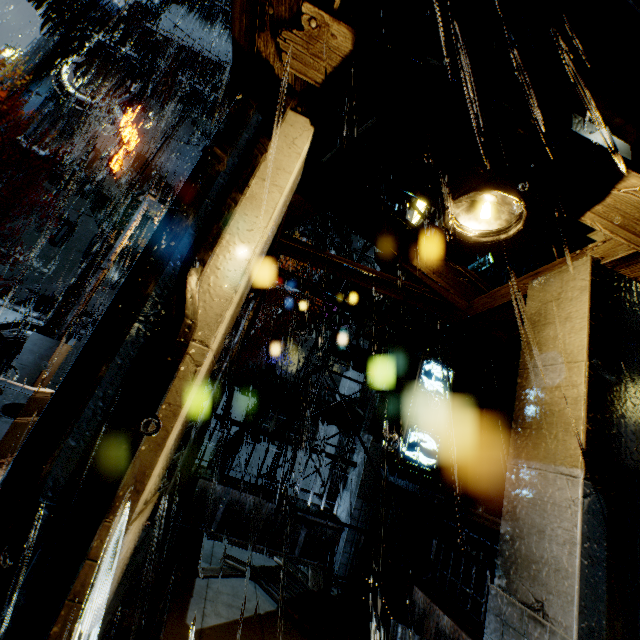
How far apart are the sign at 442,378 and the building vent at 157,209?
30.3m

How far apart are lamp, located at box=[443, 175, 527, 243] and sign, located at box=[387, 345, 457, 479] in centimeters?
527cm

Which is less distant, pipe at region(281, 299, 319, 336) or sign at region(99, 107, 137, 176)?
sign at region(99, 107, 137, 176)

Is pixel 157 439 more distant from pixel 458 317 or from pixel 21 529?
pixel 458 317

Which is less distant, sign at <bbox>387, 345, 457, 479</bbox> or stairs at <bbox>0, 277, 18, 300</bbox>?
sign at <bbox>387, 345, 457, 479</bbox>

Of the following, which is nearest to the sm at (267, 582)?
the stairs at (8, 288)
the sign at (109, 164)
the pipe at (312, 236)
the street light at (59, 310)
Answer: the street light at (59, 310)

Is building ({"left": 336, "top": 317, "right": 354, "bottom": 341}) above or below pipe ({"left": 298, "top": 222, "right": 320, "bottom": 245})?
below

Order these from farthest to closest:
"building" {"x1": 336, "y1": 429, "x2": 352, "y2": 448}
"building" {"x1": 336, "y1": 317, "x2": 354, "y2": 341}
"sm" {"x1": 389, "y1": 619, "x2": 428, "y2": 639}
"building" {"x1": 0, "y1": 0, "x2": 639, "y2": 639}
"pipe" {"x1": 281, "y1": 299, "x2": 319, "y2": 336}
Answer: "pipe" {"x1": 281, "y1": 299, "x2": 319, "y2": 336} < "building" {"x1": 336, "y1": 317, "x2": 354, "y2": 341} < "building" {"x1": 336, "y1": 429, "x2": 352, "y2": 448} < "sm" {"x1": 389, "y1": 619, "x2": 428, "y2": 639} < "building" {"x1": 0, "y1": 0, "x2": 639, "y2": 639}
